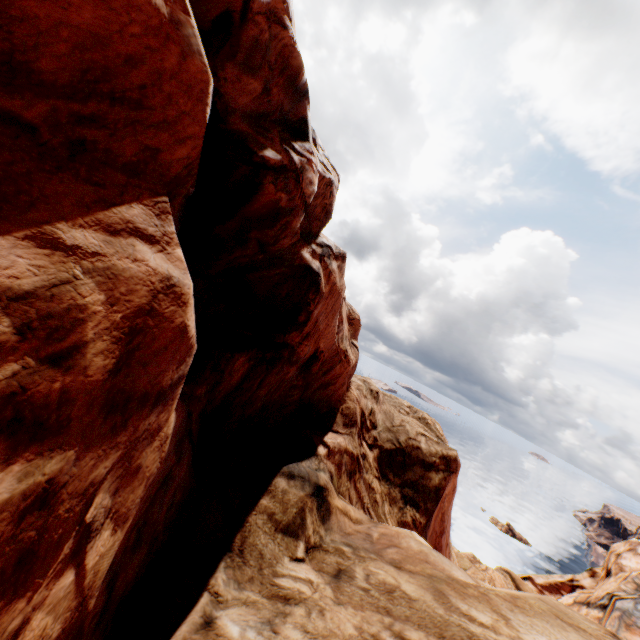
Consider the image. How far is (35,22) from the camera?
2.71m
